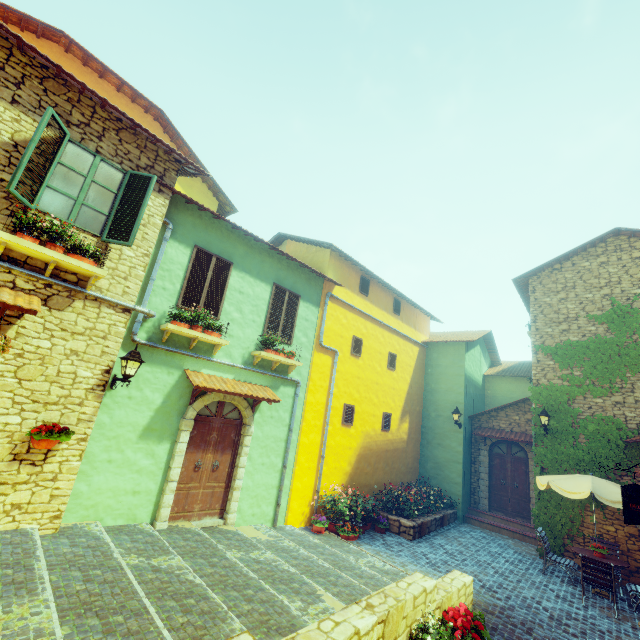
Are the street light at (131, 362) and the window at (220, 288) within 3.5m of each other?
yes

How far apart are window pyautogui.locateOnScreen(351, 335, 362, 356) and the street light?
7.2m

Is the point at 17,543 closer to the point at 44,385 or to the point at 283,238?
the point at 44,385

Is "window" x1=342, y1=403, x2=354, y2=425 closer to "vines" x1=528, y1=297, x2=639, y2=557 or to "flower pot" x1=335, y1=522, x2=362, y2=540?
"flower pot" x1=335, y1=522, x2=362, y2=540

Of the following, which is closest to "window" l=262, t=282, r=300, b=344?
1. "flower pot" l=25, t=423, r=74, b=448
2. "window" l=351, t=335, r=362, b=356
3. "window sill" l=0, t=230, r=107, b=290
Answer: "window" l=351, t=335, r=362, b=356

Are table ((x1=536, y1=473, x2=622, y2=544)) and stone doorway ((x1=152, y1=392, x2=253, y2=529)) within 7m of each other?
no

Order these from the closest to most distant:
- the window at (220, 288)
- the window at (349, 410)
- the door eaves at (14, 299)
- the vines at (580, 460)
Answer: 1. the door eaves at (14, 299)
2. the window at (220, 288)
3. the vines at (580, 460)
4. the window at (349, 410)

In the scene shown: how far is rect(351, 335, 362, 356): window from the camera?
11.9 meters
